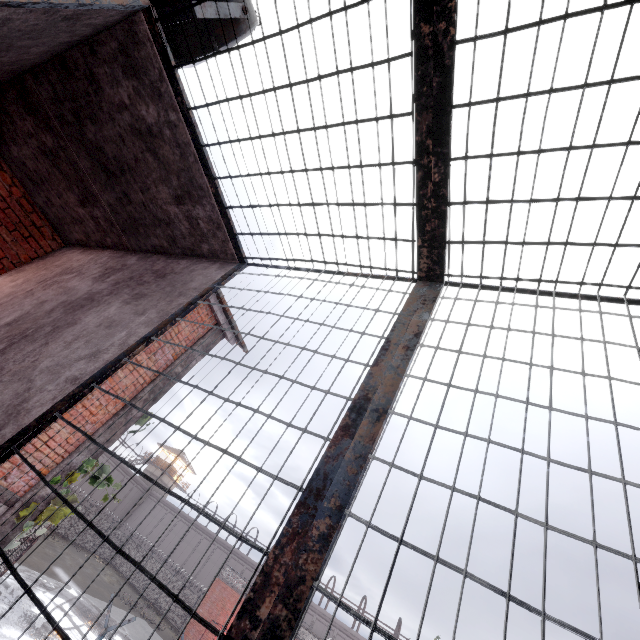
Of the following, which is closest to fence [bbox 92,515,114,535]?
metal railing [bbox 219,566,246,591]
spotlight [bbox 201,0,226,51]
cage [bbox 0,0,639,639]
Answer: metal railing [bbox 219,566,246,591]

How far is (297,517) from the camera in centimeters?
131cm

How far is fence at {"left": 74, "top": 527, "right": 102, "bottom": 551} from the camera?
32.91m

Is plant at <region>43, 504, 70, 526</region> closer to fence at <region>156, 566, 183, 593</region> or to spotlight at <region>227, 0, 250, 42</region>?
fence at <region>156, 566, 183, 593</region>

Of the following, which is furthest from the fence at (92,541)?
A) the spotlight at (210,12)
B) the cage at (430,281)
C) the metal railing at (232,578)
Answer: the spotlight at (210,12)

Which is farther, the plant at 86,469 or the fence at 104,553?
the fence at 104,553

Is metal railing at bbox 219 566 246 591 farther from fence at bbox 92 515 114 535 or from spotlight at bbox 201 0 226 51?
spotlight at bbox 201 0 226 51

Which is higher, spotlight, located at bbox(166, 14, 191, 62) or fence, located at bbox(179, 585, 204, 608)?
spotlight, located at bbox(166, 14, 191, 62)
